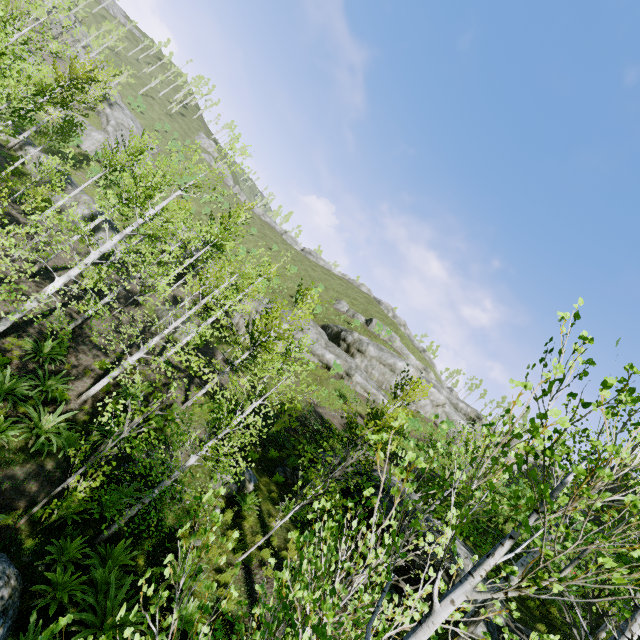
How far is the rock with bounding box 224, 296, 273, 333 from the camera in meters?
29.3

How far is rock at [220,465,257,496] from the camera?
11.5m

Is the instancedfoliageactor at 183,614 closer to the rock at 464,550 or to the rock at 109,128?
the rock at 109,128

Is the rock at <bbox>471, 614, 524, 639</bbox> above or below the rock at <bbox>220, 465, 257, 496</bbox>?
above

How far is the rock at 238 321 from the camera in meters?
29.3 m

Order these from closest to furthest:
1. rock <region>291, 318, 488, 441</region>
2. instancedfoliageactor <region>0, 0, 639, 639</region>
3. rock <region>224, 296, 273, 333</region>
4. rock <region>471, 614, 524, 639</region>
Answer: instancedfoliageactor <region>0, 0, 639, 639</region>
rock <region>471, 614, 524, 639</region>
rock <region>224, 296, 273, 333</region>
rock <region>291, 318, 488, 441</region>

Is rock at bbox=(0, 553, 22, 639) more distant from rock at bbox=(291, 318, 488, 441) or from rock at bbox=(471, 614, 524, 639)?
rock at bbox=(291, 318, 488, 441)

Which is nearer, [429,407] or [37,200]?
[37,200]
